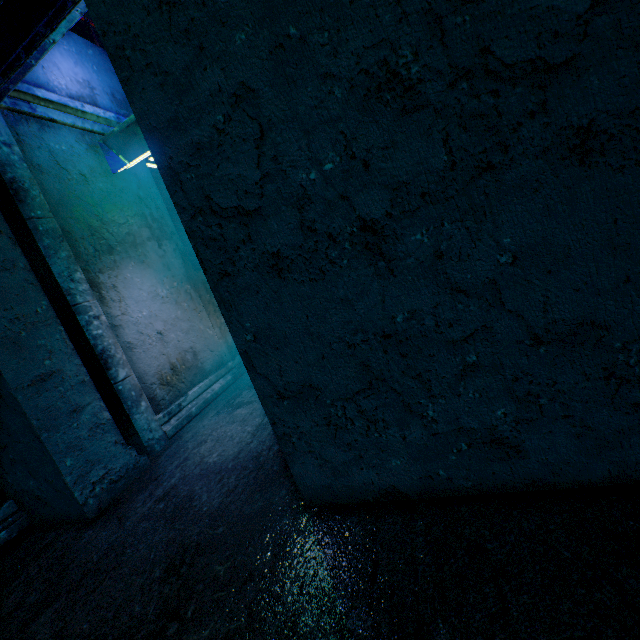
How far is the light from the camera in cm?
286

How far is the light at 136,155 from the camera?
2.86m

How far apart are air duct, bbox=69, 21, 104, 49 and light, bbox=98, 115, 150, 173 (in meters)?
1.24

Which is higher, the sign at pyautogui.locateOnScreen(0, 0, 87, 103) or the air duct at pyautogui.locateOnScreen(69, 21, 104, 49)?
the air duct at pyautogui.locateOnScreen(69, 21, 104, 49)

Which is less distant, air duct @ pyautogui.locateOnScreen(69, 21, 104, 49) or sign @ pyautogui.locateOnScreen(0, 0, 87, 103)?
sign @ pyautogui.locateOnScreen(0, 0, 87, 103)

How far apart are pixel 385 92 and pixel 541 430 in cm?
113

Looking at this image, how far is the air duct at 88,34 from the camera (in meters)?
3.25

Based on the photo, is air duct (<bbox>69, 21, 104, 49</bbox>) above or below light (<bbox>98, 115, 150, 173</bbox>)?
above
